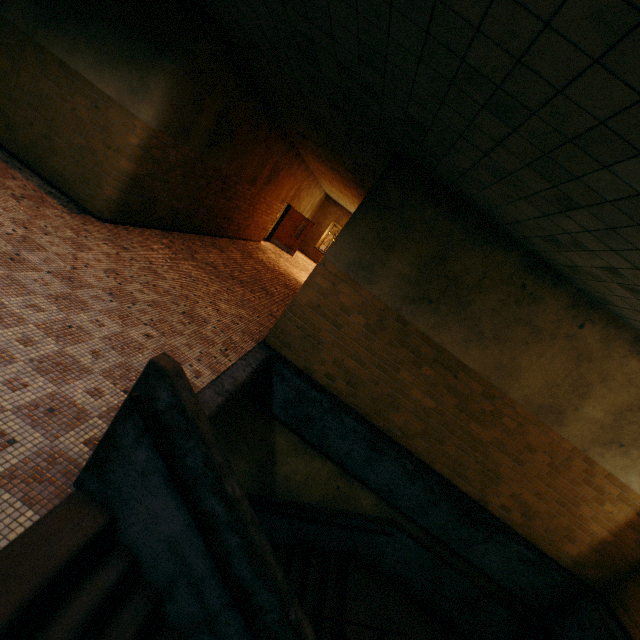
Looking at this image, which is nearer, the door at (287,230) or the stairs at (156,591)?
the stairs at (156,591)

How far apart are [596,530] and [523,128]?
7.09m

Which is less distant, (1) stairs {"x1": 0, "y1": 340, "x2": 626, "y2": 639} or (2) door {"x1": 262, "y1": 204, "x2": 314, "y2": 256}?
(1) stairs {"x1": 0, "y1": 340, "x2": 626, "y2": 639}

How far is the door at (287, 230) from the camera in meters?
16.3 m

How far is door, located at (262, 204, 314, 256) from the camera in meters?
16.3
